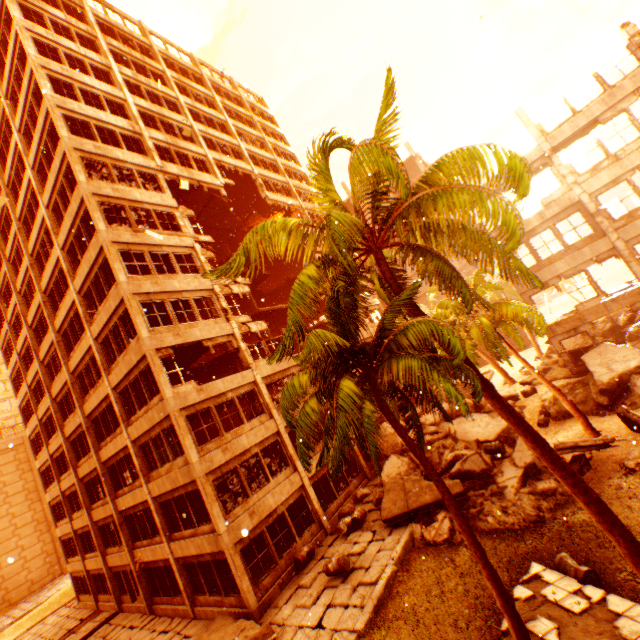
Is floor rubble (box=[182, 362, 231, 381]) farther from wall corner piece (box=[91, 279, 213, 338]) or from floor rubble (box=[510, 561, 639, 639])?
floor rubble (box=[510, 561, 639, 639])

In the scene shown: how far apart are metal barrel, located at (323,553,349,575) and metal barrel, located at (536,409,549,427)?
12.46m

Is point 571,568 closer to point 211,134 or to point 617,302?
point 617,302

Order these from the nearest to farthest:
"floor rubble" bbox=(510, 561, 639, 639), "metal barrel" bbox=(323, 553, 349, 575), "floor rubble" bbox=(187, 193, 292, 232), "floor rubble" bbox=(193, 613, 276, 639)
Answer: "floor rubble" bbox=(510, 561, 639, 639) < "floor rubble" bbox=(193, 613, 276, 639) < "metal barrel" bbox=(323, 553, 349, 575) < "floor rubble" bbox=(187, 193, 292, 232)

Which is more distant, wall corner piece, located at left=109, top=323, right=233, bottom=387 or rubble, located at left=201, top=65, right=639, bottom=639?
wall corner piece, located at left=109, top=323, right=233, bottom=387

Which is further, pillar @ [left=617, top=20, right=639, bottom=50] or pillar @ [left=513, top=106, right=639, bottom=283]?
pillar @ [left=513, top=106, right=639, bottom=283]

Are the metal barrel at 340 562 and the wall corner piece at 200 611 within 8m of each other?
yes

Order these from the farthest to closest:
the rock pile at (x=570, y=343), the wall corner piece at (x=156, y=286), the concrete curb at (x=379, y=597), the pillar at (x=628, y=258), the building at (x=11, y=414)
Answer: the building at (x=11, y=414)
the rock pile at (x=570, y=343)
the pillar at (x=628, y=258)
the wall corner piece at (x=156, y=286)
the concrete curb at (x=379, y=597)
